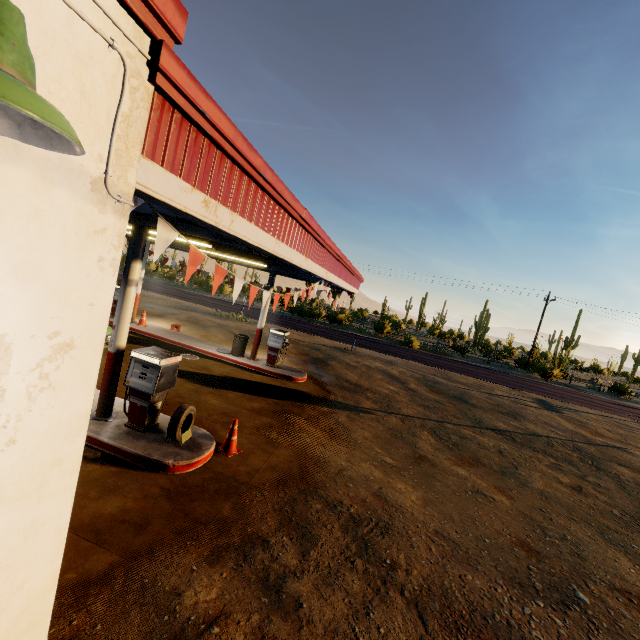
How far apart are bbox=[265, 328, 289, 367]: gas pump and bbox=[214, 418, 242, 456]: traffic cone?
6.2 meters

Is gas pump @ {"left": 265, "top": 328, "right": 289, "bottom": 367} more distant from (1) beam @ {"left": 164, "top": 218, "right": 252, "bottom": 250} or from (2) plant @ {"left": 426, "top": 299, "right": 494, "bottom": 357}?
(2) plant @ {"left": 426, "top": 299, "right": 494, "bottom": 357}

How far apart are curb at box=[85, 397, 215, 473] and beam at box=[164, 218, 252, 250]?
3.9m

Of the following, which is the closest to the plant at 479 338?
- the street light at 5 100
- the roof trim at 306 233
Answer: the roof trim at 306 233

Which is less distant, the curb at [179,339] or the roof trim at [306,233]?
the roof trim at [306,233]

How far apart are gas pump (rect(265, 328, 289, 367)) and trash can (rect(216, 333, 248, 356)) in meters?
0.9 m

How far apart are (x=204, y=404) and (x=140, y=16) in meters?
8.3

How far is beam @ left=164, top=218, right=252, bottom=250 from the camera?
5.7m
